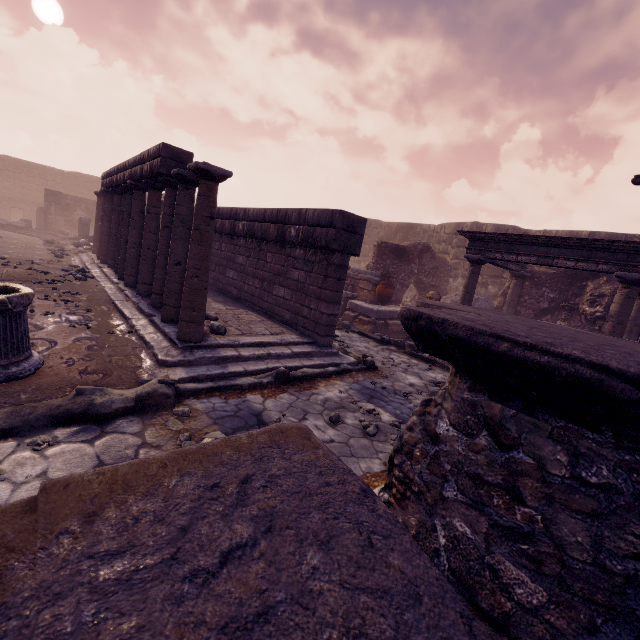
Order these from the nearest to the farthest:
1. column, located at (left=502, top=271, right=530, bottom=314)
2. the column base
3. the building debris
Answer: the column base → column, located at (left=502, top=271, right=530, bottom=314) → the building debris

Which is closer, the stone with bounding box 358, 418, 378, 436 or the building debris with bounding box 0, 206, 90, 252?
the stone with bounding box 358, 418, 378, 436

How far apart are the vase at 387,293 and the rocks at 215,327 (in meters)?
7.14

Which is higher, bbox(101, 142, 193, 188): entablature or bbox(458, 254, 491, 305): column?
bbox(101, 142, 193, 188): entablature

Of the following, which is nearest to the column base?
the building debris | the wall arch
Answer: the wall arch

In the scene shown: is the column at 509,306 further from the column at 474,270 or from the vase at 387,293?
the vase at 387,293

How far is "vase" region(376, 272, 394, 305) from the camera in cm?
1152

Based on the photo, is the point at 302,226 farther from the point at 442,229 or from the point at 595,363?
the point at 442,229
